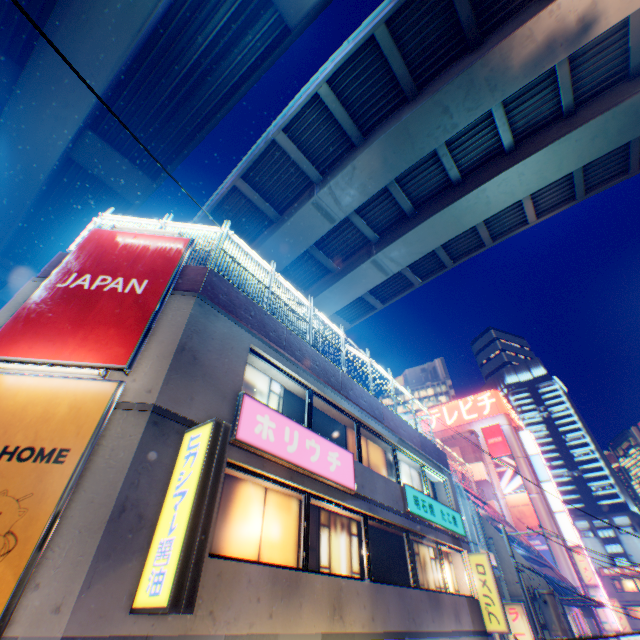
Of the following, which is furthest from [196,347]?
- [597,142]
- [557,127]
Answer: [597,142]

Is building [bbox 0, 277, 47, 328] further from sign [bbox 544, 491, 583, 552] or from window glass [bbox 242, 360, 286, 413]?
sign [bbox 544, 491, 583, 552]

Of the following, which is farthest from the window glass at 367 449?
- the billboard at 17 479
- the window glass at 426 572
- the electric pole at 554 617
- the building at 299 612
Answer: the billboard at 17 479

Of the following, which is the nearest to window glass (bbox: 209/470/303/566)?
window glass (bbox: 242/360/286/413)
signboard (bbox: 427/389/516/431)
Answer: window glass (bbox: 242/360/286/413)

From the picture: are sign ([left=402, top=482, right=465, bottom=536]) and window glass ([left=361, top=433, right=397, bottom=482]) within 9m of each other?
yes

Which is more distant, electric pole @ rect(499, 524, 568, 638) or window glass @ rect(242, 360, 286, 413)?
electric pole @ rect(499, 524, 568, 638)

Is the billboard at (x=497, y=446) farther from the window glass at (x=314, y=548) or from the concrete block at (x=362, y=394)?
the window glass at (x=314, y=548)

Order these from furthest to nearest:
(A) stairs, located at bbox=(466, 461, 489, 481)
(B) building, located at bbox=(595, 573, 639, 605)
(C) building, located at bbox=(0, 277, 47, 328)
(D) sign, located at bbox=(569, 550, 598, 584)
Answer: (B) building, located at bbox=(595, 573, 639, 605)
(A) stairs, located at bbox=(466, 461, 489, 481)
(D) sign, located at bbox=(569, 550, 598, 584)
(C) building, located at bbox=(0, 277, 47, 328)
